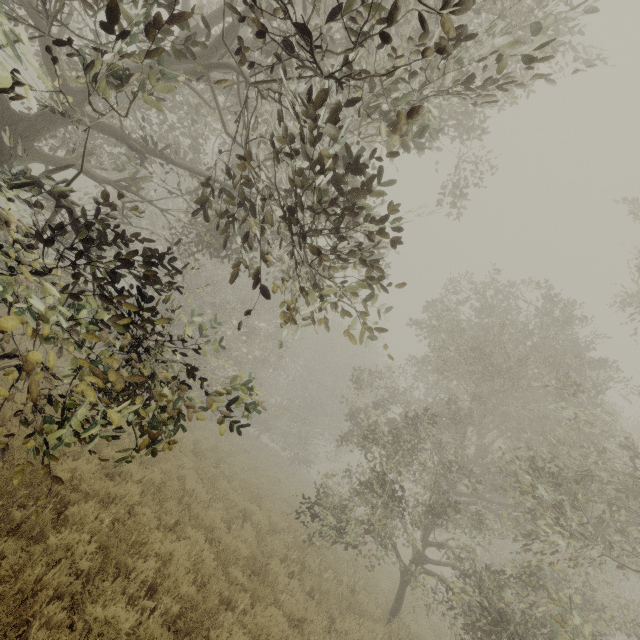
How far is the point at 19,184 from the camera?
3.1 meters
